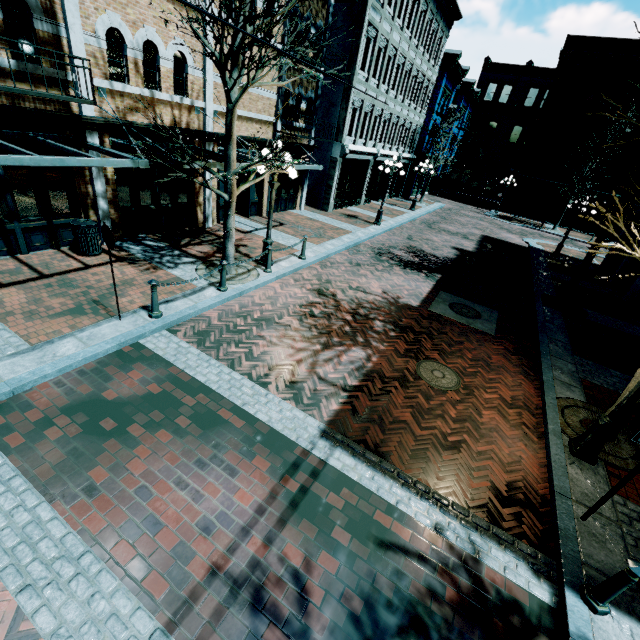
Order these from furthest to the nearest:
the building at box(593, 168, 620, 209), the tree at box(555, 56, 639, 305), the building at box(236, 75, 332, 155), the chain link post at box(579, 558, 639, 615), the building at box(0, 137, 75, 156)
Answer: the building at box(593, 168, 620, 209) → the building at box(236, 75, 332, 155) → the building at box(0, 137, 75, 156) → the tree at box(555, 56, 639, 305) → the chain link post at box(579, 558, 639, 615)

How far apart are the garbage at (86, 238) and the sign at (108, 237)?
3.5 meters

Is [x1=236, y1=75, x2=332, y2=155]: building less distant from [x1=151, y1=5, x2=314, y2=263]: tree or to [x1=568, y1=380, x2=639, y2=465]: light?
[x1=151, y1=5, x2=314, y2=263]: tree

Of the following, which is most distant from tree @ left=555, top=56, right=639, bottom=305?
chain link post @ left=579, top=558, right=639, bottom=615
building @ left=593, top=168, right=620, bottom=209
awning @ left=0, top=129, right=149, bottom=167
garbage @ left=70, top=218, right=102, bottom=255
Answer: garbage @ left=70, top=218, right=102, bottom=255

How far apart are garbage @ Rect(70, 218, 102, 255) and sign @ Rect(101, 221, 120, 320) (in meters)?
3.48

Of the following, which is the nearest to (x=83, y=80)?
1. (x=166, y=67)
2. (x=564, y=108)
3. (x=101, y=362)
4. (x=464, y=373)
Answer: (x=166, y=67)

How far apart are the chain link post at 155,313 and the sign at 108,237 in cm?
52

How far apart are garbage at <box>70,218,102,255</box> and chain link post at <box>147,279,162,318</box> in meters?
3.6
